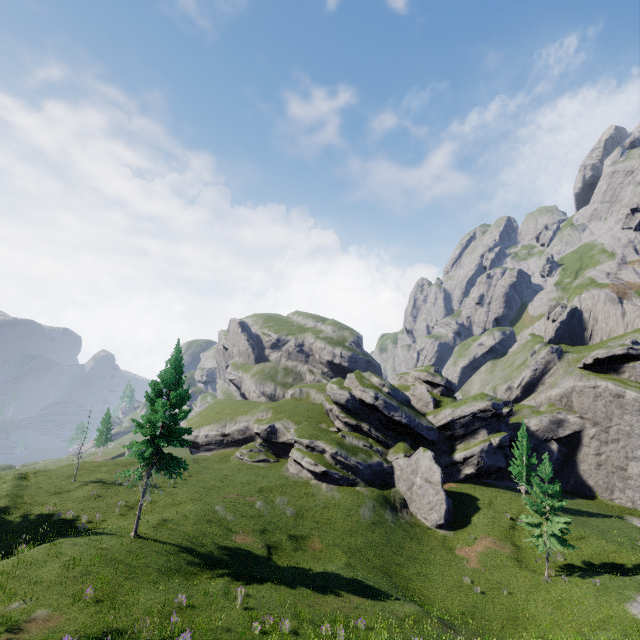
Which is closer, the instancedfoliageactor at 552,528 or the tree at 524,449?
the instancedfoliageactor at 552,528

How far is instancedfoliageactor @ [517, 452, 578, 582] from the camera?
29.3 meters

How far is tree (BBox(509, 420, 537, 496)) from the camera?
41.8 meters

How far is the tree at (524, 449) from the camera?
41.8m

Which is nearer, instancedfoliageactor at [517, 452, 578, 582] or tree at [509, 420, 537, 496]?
instancedfoliageactor at [517, 452, 578, 582]

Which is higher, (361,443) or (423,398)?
(423,398)
